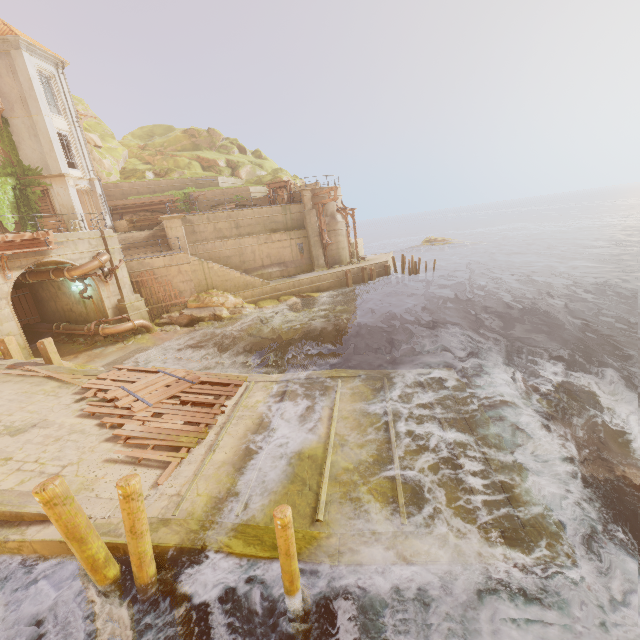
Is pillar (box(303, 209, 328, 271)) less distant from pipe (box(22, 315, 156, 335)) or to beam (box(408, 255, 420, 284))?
beam (box(408, 255, 420, 284))

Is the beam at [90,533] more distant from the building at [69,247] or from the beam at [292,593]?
the building at [69,247]

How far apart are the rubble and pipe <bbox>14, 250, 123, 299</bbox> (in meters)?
5.28

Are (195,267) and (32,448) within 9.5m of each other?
no

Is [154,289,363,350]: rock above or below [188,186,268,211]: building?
below

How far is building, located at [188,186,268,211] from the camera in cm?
2952

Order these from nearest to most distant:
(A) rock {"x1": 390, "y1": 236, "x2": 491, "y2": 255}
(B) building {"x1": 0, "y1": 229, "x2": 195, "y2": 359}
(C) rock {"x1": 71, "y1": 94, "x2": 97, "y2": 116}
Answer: (B) building {"x1": 0, "y1": 229, "x2": 195, "y2": 359}, (C) rock {"x1": 71, "y1": 94, "x2": 97, "y2": 116}, (A) rock {"x1": 390, "y1": 236, "x2": 491, "y2": 255}

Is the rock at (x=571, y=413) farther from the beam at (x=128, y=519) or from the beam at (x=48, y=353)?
the beam at (x=48, y=353)
